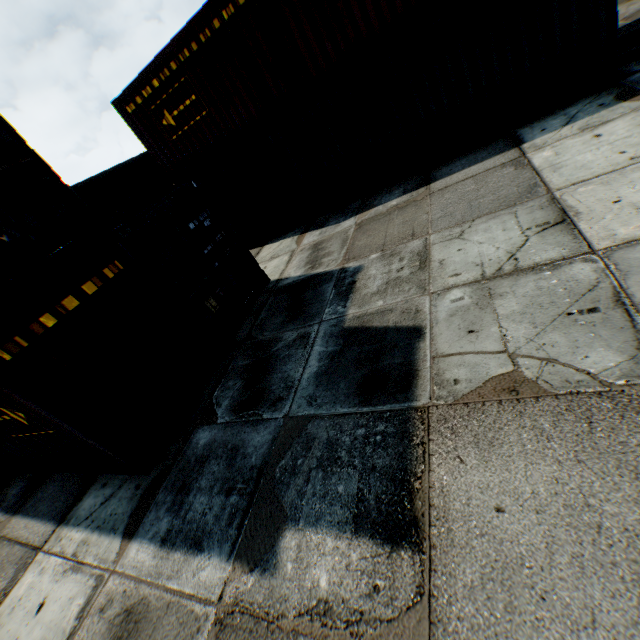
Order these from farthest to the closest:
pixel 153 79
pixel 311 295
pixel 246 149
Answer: pixel 246 149
pixel 153 79
pixel 311 295
